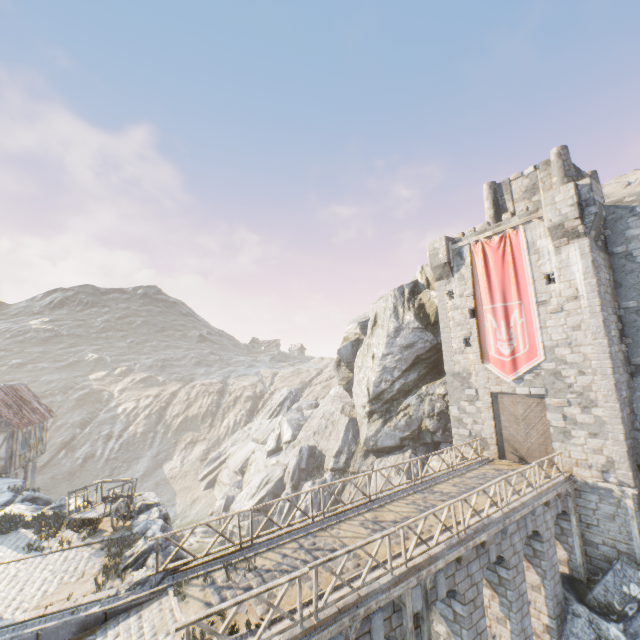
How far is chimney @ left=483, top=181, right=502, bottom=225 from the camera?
24.7 meters

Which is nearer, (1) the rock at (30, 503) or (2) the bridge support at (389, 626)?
(2) the bridge support at (389, 626)

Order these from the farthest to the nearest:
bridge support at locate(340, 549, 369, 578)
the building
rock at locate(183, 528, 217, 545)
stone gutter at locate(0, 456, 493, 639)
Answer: rock at locate(183, 528, 217, 545)
the building
bridge support at locate(340, 549, 369, 578)
stone gutter at locate(0, 456, 493, 639)

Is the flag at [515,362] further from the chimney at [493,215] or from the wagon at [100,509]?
the wagon at [100,509]

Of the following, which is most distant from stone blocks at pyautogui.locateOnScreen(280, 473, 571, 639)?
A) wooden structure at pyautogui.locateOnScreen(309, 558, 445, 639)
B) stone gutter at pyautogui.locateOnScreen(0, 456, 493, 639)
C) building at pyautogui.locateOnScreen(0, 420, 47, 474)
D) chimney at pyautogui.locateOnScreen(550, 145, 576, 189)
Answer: building at pyautogui.locateOnScreen(0, 420, 47, 474)

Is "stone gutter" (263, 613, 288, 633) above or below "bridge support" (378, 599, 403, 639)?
above

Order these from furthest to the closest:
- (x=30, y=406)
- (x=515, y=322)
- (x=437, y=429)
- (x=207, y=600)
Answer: (x=30, y=406) < (x=437, y=429) < (x=515, y=322) < (x=207, y=600)

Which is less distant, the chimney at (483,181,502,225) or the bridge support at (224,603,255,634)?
the bridge support at (224,603,255,634)
